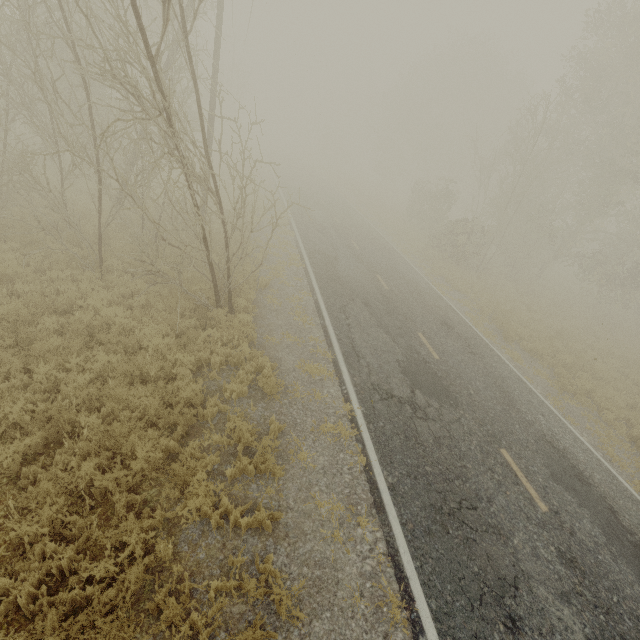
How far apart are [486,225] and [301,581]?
50.21m

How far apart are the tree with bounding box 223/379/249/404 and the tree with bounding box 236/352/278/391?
0.6m

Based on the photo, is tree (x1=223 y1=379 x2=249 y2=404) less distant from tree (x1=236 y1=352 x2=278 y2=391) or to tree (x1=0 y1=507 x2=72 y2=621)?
Answer: tree (x1=236 y1=352 x2=278 y2=391)

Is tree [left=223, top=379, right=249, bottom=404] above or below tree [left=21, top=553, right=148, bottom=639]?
above

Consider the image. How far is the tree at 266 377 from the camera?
7.52m

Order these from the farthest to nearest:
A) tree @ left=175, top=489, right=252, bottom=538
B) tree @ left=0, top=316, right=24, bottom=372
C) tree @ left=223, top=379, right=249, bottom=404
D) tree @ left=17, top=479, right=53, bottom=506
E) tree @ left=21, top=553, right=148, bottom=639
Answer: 1. tree @ left=223, top=379, right=249, bottom=404
2. tree @ left=0, top=316, right=24, bottom=372
3. tree @ left=175, top=489, right=252, bottom=538
4. tree @ left=17, top=479, right=53, bottom=506
5. tree @ left=21, top=553, right=148, bottom=639

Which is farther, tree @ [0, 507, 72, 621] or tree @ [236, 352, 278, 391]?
tree @ [236, 352, 278, 391]

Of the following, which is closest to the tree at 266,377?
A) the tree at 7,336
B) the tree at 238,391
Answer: the tree at 238,391
